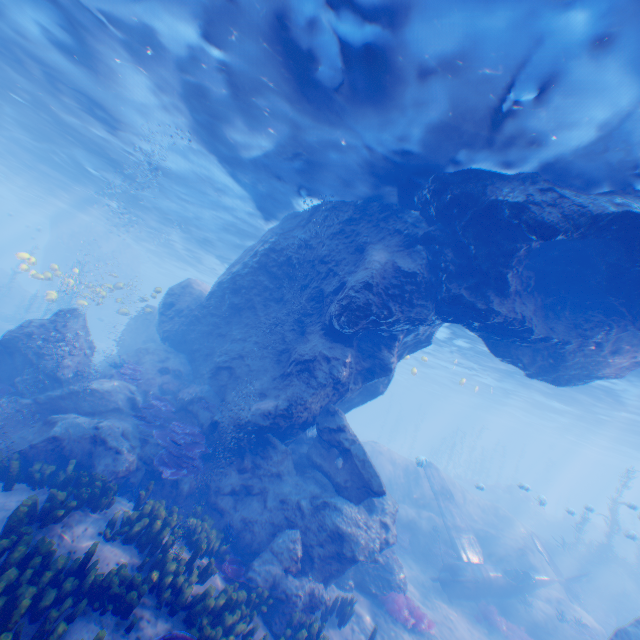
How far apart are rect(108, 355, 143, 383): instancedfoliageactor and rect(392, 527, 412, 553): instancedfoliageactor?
15.1m

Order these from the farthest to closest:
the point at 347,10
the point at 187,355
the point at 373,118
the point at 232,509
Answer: the point at 187,355 → the point at 232,509 → the point at 373,118 → the point at 347,10

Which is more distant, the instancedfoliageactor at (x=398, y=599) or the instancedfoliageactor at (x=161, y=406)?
the instancedfoliageactor at (x=398, y=599)

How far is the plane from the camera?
15.0 meters

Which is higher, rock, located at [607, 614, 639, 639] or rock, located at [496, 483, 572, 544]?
rock, located at [607, 614, 639, 639]

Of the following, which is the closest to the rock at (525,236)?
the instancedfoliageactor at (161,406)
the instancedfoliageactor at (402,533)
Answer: the instancedfoliageactor at (161,406)

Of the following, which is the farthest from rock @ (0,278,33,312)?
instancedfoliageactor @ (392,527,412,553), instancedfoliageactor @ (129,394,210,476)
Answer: instancedfoliageactor @ (392,527,412,553)

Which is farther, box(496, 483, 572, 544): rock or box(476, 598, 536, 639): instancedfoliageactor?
box(496, 483, 572, 544): rock
